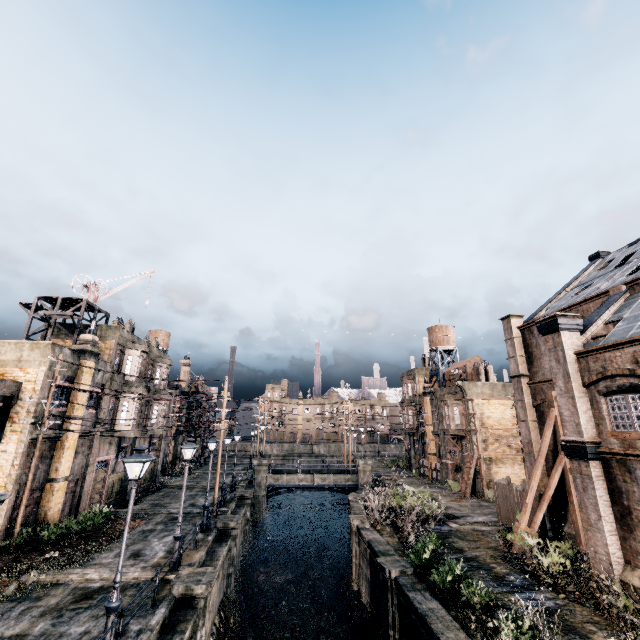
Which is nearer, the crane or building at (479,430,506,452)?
the crane

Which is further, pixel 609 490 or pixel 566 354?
pixel 566 354

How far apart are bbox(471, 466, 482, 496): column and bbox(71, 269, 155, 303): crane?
40.1m

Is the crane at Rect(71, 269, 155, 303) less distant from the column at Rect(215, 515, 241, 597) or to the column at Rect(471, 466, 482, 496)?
the column at Rect(215, 515, 241, 597)

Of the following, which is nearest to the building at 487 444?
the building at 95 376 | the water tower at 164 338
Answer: the building at 95 376

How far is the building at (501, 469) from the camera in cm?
3512

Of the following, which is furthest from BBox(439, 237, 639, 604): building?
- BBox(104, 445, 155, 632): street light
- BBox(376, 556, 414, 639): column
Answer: BBox(104, 445, 155, 632): street light

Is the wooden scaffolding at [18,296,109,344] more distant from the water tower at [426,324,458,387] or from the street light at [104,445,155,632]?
the water tower at [426,324,458,387]
